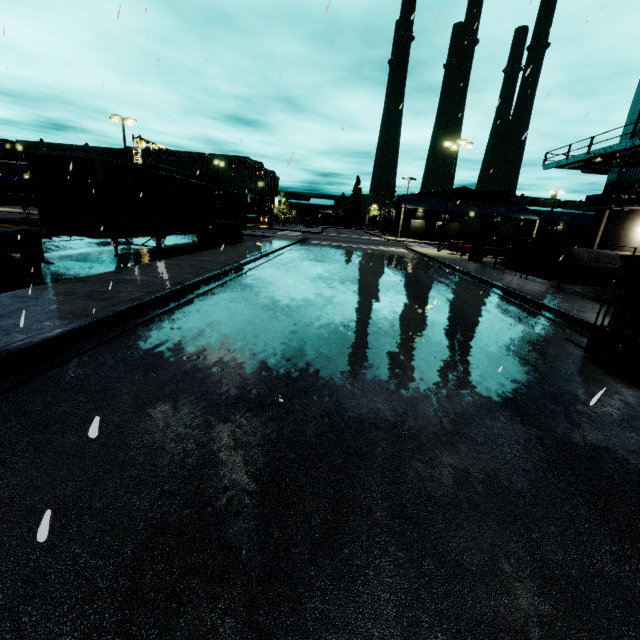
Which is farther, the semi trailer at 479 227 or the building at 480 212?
the building at 480 212

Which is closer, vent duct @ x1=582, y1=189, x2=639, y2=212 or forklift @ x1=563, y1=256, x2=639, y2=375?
forklift @ x1=563, y1=256, x2=639, y2=375

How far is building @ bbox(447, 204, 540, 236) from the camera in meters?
56.8 m

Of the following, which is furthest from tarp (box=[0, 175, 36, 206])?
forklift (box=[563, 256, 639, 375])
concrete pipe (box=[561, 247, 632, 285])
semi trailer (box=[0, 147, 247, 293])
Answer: forklift (box=[563, 256, 639, 375])

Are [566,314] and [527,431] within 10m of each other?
yes

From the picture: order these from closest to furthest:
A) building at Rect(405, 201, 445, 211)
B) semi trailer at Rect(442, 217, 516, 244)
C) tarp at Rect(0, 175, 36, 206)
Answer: tarp at Rect(0, 175, 36, 206), semi trailer at Rect(442, 217, 516, 244), building at Rect(405, 201, 445, 211)

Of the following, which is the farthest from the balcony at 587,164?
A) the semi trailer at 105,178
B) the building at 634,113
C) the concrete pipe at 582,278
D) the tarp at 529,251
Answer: the concrete pipe at 582,278

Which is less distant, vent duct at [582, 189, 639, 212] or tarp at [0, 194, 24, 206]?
vent duct at [582, 189, 639, 212]
